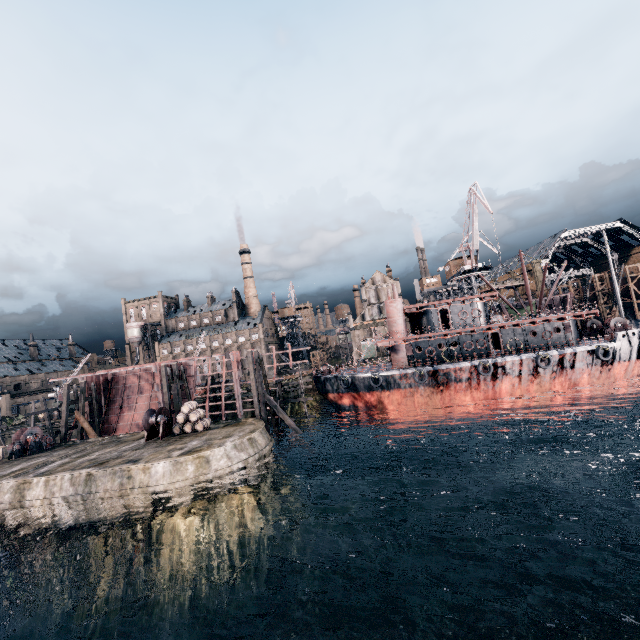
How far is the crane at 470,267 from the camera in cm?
4948

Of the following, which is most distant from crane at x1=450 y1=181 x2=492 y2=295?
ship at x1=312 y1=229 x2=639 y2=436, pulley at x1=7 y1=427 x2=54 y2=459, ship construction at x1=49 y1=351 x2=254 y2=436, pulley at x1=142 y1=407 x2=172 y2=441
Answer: pulley at x1=7 y1=427 x2=54 y2=459

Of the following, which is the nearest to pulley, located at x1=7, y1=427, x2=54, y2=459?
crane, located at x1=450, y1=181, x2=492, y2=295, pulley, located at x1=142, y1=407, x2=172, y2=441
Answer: pulley, located at x1=142, y1=407, x2=172, y2=441

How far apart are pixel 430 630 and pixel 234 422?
20.5m

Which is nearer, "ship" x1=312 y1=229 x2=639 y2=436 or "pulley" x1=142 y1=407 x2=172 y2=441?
"pulley" x1=142 y1=407 x2=172 y2=441

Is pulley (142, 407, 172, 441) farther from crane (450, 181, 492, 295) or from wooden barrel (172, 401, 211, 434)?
crane (450, 181, 492, 295)

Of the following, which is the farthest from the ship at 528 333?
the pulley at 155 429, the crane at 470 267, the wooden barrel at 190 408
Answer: the pulley at 155 429

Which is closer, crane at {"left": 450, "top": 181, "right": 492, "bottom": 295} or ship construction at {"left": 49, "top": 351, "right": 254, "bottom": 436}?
ship construction at {"left": 49, "top": 351, "right": 254, "bottom": 436}
